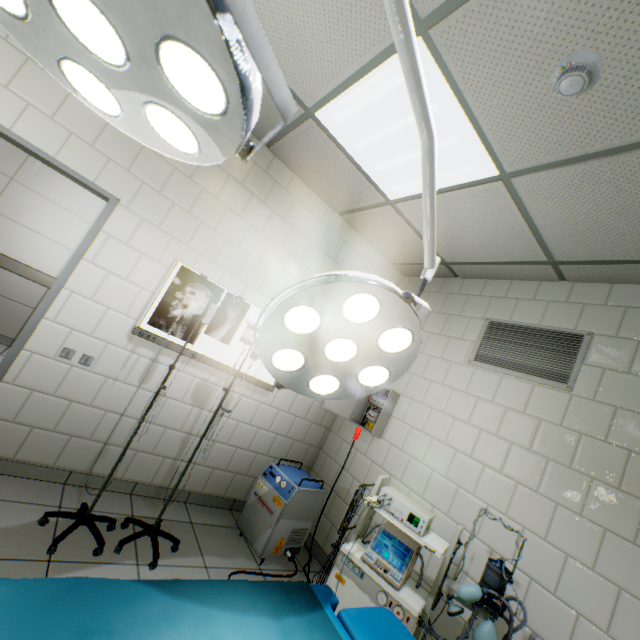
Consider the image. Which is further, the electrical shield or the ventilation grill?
the electrical shield

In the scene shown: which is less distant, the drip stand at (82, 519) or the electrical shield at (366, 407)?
the drip stand at (82, 519)

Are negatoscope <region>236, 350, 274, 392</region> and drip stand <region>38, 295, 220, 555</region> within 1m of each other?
yes

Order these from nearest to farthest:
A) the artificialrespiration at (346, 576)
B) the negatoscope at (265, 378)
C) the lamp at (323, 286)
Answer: the lamp at (323, 286) → the artificialrespiration at (346, 576) → the negatoscope at (265, 378)

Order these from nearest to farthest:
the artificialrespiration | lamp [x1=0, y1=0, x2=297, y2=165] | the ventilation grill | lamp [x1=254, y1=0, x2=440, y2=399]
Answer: lamp [x1=0, y1=0, x2=297, y2=165]
lamp [x1=254, y1=0, x2=440, y2=399]
the artificialrespiration
the ventilation grill

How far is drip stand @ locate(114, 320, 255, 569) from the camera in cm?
214

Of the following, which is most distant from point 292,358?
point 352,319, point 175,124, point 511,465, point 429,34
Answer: point 511,465

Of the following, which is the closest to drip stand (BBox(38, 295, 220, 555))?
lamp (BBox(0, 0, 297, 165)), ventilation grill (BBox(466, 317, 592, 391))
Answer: lamp (BBox(0, 0, 297, 165))
